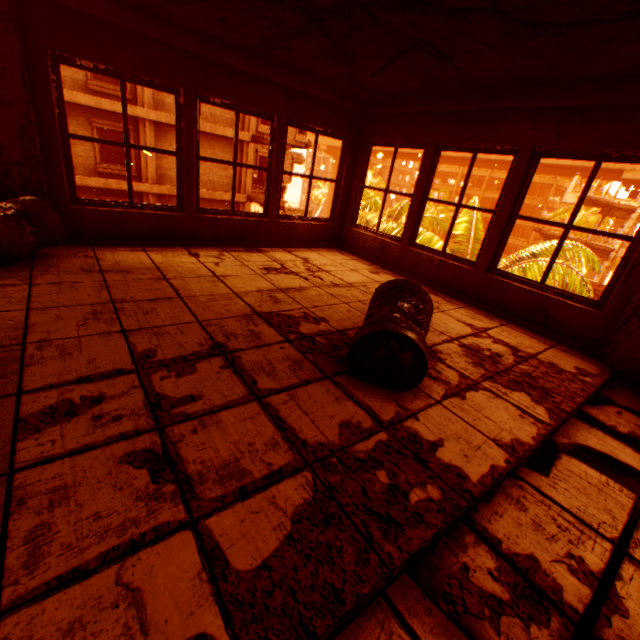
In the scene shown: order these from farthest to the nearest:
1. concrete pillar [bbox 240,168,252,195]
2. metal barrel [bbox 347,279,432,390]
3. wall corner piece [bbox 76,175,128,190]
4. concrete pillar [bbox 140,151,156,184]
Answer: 1. concrete pillar [bbox 240,168,252,195]
2. concrete pillar [bbox 140,151,156,184]
3. wall corner piece [bbox 76,175,128,190]
4. metal barrel [bbox 347,279,432,390]

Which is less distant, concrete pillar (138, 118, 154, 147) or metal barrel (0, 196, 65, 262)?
metal barrel (0, 196, 65, 262)

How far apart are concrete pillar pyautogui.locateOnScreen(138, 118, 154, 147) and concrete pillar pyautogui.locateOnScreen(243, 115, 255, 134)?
4.4m

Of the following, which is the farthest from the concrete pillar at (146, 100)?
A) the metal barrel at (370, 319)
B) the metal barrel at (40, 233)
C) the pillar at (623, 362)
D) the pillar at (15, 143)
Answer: the pillar at (623, 362)

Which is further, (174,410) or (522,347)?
(522,347)

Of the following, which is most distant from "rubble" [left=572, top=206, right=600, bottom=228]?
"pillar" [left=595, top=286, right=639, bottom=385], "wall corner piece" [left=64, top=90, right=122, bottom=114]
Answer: "wall corner piece" [left=64, top=90, right=122, bottom=114]

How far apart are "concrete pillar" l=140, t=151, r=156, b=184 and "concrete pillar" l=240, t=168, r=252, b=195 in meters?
4.3

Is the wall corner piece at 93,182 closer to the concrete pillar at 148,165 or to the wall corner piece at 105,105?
the concrete pillar at 148,165
